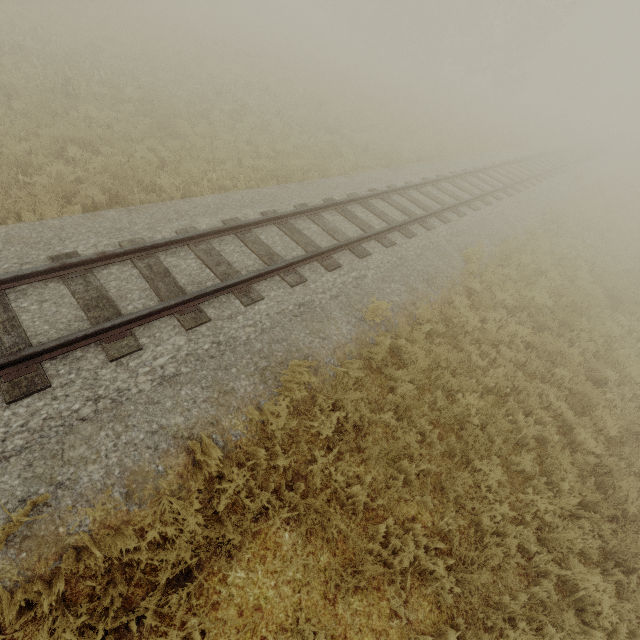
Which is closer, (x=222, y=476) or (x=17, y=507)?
(x=17, y=507)
